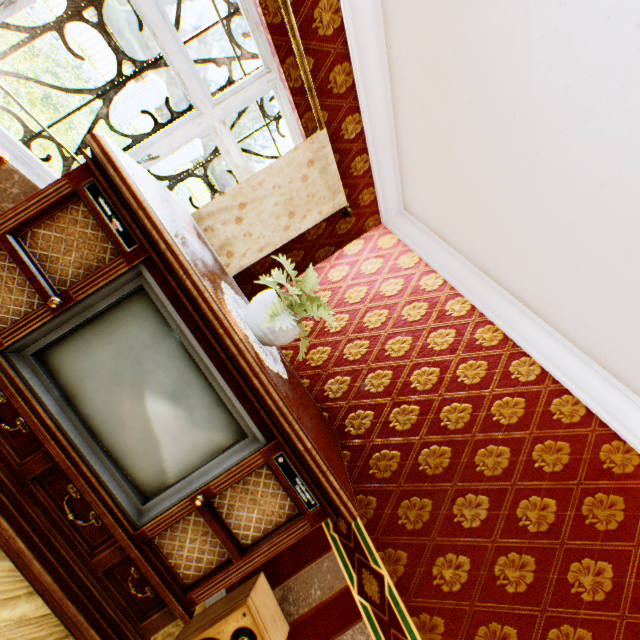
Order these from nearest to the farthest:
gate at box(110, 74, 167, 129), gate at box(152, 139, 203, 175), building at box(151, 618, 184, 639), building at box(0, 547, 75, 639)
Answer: building at box(0, 547, 75, 639), building at box(151, 618, 184, 639), gate at box(110, 74, 167, 129), gate at box(152, 139, 203, 175)

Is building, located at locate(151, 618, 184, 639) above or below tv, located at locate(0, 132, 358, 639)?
below

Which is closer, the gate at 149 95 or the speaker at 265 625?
the speaker at 265 625

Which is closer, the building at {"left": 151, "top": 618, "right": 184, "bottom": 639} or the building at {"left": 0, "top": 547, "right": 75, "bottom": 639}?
the building at {"left": 0, "top": 547, "right": 75, "bottom": 639}

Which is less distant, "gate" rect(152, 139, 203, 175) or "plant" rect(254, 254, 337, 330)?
"plant" rect(254, 254, 337, 330)

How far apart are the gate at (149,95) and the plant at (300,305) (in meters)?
15.30

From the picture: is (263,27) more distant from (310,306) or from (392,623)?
(392,623)

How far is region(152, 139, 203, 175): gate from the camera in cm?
1457
